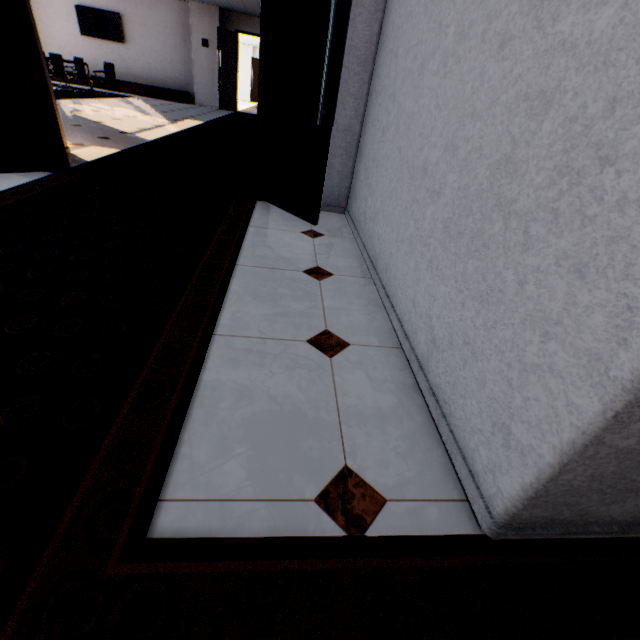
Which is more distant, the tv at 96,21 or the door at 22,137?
the tv at 96,21

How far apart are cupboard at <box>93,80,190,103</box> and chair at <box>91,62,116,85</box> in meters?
1.5

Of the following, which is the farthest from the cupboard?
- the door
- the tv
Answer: the door

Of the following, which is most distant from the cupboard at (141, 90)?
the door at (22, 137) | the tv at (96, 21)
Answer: the door at (22, 137)

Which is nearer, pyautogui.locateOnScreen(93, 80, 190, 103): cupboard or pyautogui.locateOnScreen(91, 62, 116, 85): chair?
pyautogui.locateOnScreen(91, 62, 116, 85): chair

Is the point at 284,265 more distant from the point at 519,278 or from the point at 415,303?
the point at 519,278

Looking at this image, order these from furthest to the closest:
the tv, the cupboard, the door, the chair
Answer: the cupboard, the tv, the chair, the door

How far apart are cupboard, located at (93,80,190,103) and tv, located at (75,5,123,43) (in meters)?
1.18
